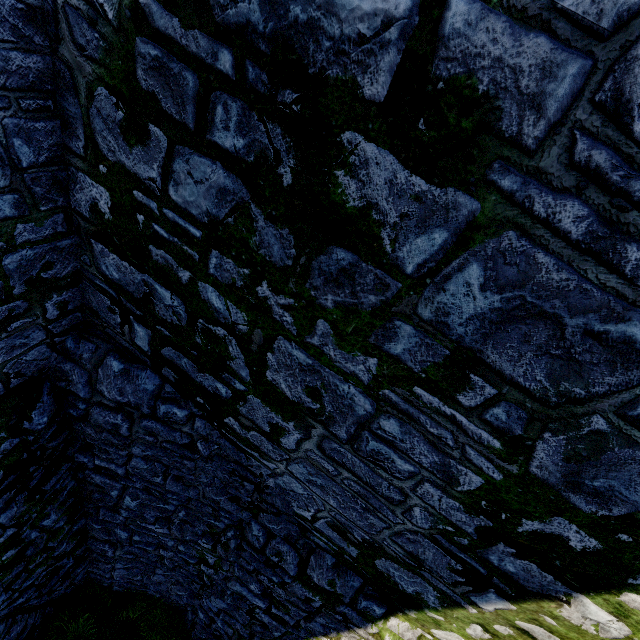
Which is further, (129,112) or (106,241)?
(106,241)
